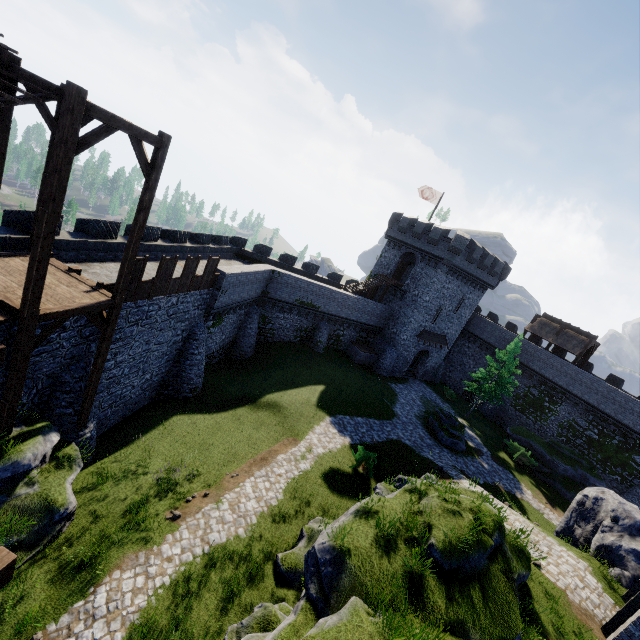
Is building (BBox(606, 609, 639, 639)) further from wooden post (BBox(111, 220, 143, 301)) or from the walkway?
wooden post (BBox(111, 220, 143, 301))

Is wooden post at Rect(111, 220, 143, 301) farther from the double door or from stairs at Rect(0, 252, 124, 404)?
the double door

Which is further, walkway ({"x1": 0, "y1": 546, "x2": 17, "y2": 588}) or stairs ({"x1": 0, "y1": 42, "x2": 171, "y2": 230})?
stairs ({"x1": 0, "y1": 42, "x2": 171, "y2": 230})

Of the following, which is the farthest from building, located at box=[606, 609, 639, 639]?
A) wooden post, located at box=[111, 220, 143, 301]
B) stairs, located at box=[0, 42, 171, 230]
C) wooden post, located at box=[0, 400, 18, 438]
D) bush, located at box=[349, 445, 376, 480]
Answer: wooden post, located at box=[111, 220, 143, 301]

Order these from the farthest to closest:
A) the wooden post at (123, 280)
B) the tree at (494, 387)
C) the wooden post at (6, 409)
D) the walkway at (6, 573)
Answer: the tree at (494, 387) → the wooden post at (123, 280) → the wooden post at (6, 409) → the walkway at (6, 573)

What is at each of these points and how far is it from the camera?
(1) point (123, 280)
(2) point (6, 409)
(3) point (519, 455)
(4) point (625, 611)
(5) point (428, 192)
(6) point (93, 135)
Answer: (1) wooden post, 11.4 meters
(2) wooden post, 9.6 meters
(3) bush, 30.7 meters
(4) double door, 10.5 meters
(5) flag, 36.2 meters
(6) stairs, 8.1 meters

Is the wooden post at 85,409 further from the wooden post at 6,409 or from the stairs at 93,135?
the wooden post at 6,409

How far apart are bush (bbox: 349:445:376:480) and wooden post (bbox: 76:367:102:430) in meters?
13.3 m
